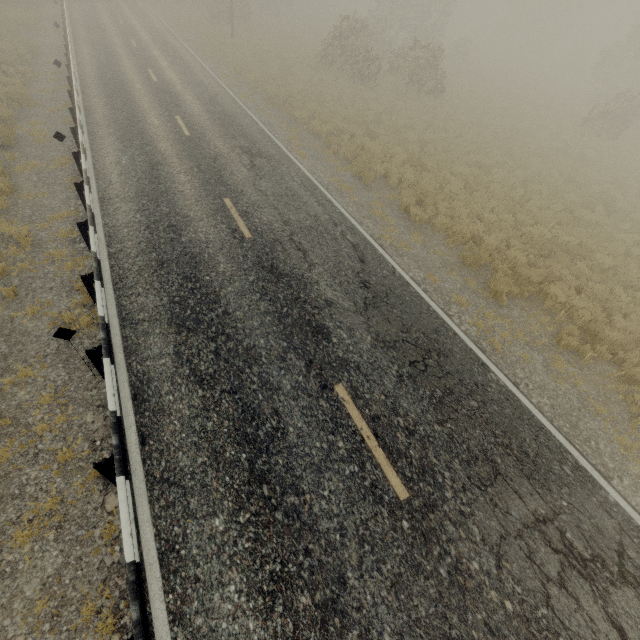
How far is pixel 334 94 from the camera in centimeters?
2003cm
